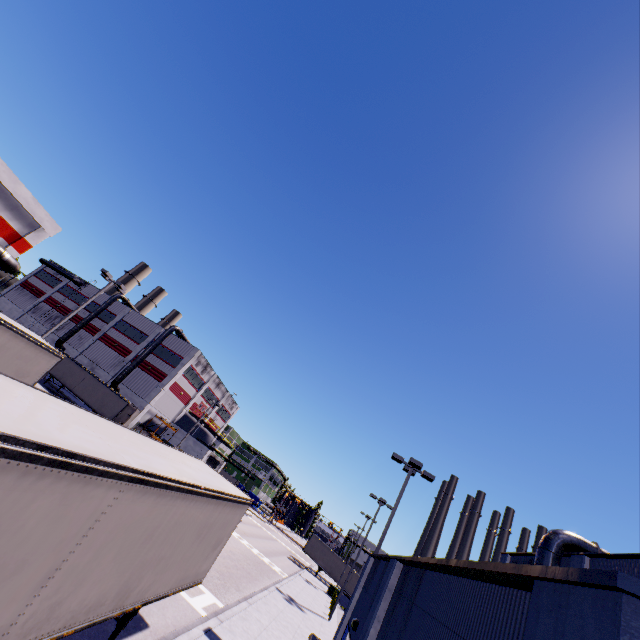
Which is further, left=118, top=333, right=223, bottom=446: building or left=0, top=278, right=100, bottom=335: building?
left=0, top=278, right=100, bottom=335: building

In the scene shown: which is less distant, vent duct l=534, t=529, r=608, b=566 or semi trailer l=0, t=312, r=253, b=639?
semi trailer l=0, t=312, r=253, b=639

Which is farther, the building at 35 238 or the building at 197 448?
the building at 197 448

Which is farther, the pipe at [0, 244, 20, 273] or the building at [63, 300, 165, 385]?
the building at [63, 300, 165, 385]

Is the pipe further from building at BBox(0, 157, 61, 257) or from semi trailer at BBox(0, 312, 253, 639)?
semi trailer at BBox(0, 312, 253, 639)

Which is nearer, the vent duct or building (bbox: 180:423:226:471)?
the vent duct

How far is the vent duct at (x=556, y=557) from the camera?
15.2m

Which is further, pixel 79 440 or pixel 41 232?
pixel 41 232
